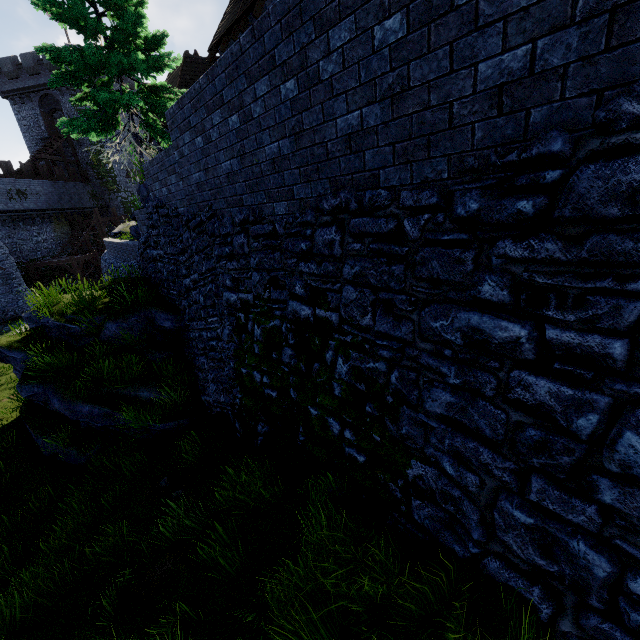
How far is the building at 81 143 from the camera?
37.06m

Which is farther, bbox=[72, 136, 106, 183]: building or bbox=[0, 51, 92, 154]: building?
bbox=[72, 136, 106, 183]: building

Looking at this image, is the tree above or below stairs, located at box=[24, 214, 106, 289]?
above

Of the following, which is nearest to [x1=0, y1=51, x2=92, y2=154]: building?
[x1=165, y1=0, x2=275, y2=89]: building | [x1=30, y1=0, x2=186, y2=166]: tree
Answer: [x1=165, y1=0, x2=275, y2=89]: building

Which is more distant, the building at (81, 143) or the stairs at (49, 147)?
the building at (81, 143)

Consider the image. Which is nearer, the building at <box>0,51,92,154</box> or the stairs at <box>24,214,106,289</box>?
the stairs at <box>24,214,106,289</box>

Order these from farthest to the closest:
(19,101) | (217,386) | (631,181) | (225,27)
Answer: (19,101) < (225,27) < (217,386) < (631,181)

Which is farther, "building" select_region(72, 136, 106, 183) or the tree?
"building" select_region(72, 136, 106, 183)
